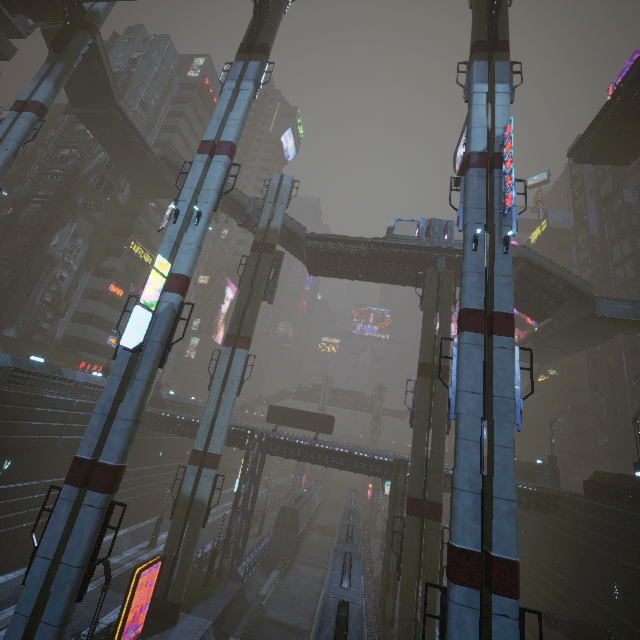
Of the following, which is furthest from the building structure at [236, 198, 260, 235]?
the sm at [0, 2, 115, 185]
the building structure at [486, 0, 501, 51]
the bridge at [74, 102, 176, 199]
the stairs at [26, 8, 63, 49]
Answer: the building structure at [486, 0, 501, 51]

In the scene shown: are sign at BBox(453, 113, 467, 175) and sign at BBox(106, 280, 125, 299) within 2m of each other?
no

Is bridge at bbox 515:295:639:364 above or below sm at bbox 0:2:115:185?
below

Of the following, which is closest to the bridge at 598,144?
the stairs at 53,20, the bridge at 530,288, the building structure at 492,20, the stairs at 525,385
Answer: the building structure at 492,20

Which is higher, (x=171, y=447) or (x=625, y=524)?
(x=625, y=524)

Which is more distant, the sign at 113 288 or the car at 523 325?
the car at 523 325

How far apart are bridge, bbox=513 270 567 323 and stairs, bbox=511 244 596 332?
0.0m

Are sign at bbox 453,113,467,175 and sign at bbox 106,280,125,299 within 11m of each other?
no
